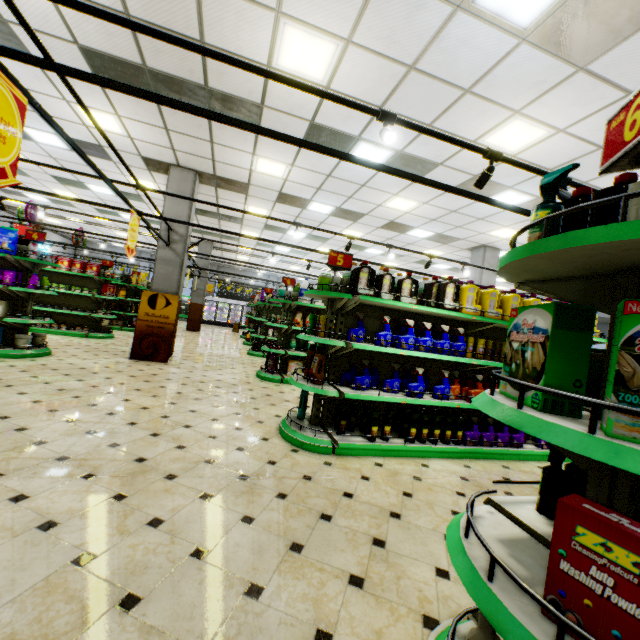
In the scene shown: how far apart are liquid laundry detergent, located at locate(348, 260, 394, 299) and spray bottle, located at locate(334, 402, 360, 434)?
1.5 meters

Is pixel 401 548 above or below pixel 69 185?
below

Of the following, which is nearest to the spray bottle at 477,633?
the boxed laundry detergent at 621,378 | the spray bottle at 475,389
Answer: the boxed laundry detergent at 621,378

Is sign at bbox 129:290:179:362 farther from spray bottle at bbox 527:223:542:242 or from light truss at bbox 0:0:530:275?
spray bottle at bbox 527:223:542:242

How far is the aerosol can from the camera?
4.5m

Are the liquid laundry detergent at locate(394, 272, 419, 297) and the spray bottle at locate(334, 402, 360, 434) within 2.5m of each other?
yes

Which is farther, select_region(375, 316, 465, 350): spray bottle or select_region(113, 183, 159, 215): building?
select_region(113, 183, 159, 215): building

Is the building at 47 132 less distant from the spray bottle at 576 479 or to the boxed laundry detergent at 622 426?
the spray bottle at 576 479
